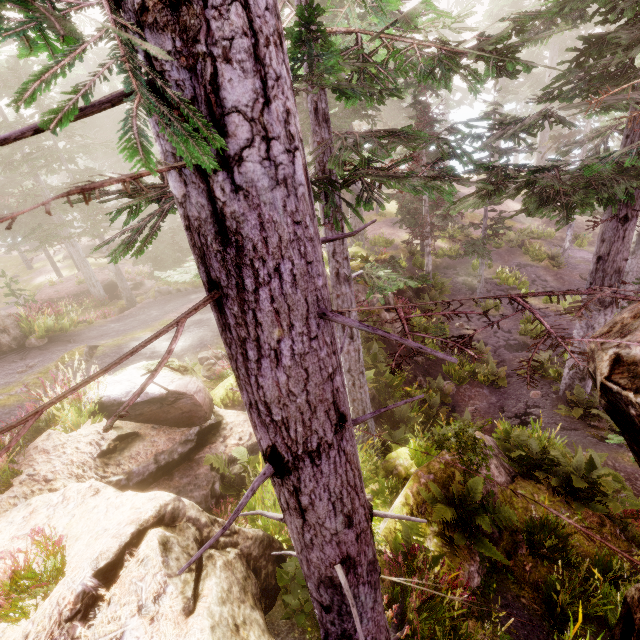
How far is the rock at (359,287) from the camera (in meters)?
15.36

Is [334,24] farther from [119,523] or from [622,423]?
[119,523]

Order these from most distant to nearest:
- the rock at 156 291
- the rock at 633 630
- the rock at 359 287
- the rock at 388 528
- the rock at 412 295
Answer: the rock at 156 291, the rock at 412 295, the rock at 359 287, the rock at 388 528, the rock at 633 630

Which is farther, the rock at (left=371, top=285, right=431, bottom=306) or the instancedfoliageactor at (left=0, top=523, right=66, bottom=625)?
the rock at (left=371, top=285, right=431, bottom=306)

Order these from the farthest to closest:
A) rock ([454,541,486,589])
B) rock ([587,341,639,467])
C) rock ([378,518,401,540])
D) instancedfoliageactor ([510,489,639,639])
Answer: rock ([378,518,401,540]), rock ([454,541,486,589]), instancedfoliageactor ([510,489,639,639]), rock ([587,341,639,467])

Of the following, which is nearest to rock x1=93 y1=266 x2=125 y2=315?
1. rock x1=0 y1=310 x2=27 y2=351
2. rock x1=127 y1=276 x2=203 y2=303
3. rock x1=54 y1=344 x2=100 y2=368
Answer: rock x1=0 y1=310 x2=27 y2=351

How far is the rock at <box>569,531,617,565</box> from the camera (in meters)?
6.54

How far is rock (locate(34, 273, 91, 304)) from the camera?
22.1m
